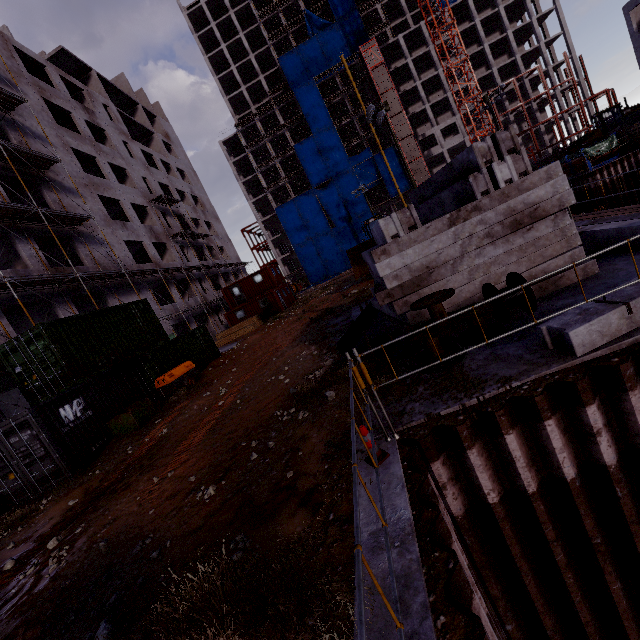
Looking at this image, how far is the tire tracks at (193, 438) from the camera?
6.8m

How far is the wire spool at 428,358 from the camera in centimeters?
605cm

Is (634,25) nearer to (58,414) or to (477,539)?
(477,539)

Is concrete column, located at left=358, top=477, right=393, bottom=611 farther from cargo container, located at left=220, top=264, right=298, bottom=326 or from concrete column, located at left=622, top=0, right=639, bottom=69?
concrete column, located at left=622, top=0, right=639, bottom=69

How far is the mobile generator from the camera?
14.5 meters

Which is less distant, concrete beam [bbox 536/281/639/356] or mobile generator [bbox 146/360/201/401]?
concrete beam [bbox 536/281/639/356]

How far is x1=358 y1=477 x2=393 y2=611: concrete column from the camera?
2.7 meters

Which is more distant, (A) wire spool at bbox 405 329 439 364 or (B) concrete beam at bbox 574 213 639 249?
(B) concrete beam at bbox 574 213 639 249
